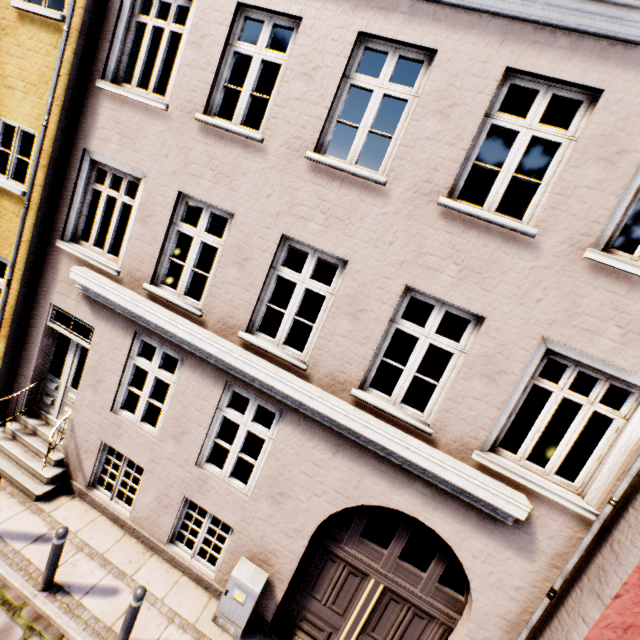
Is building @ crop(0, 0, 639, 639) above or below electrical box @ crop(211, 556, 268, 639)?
above

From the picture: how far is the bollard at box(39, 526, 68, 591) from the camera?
4.7 meters

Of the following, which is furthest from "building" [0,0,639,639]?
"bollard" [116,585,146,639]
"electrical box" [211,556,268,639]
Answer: "bollard" [116,585,146,639]

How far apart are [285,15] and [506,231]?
4.4 meters

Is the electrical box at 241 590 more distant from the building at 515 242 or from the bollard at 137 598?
the bollard at 137 598

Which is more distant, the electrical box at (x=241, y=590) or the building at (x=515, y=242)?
the electrical box at (x=241, y=590)

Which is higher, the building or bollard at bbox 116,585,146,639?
the building

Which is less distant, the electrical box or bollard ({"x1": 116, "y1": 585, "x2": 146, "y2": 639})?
bollard ({"x1": 116, "y1": 585, "x2": 146, "y2": 639})
